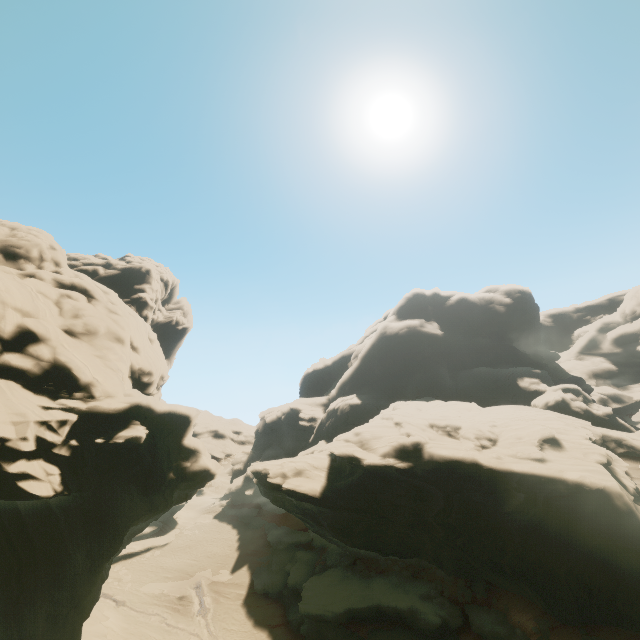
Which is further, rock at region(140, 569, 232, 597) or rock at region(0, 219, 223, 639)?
rock at region(140, 569, 232, 597)

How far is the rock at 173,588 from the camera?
37.9m

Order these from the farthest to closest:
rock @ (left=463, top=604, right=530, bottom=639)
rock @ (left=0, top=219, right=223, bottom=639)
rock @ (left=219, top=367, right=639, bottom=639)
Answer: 1. rock @ (left=463, top=604, right=530, bottom=639)
2. rock @ (left=219, top=367, right=639, bottom=639)
3. rock @ (left=0, top=219, right=223, bottom=639)

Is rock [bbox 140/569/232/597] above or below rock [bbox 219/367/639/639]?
below

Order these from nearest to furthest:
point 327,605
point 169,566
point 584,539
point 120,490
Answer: point 120,490
point 584,539
point 327,605
point 169,566

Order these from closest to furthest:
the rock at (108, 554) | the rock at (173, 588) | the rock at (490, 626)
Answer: the rock at (108, 554) < the rock at (490, 626) < the rock at (173, 588)
